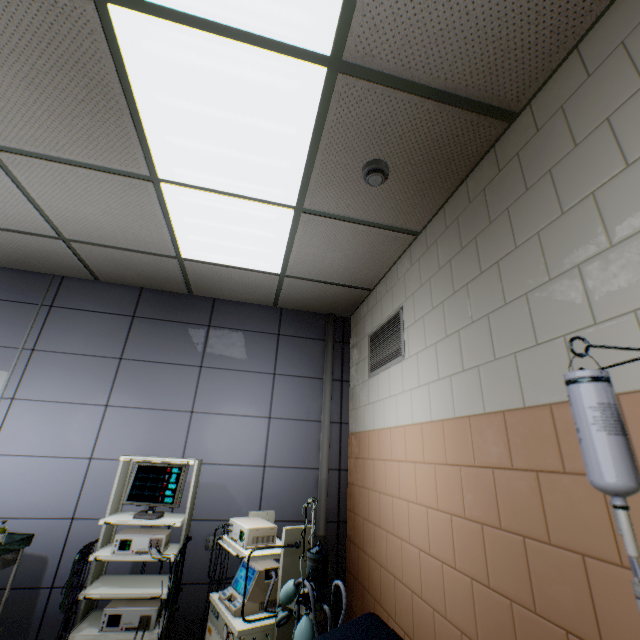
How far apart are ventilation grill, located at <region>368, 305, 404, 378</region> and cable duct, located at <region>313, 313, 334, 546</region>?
0.7m

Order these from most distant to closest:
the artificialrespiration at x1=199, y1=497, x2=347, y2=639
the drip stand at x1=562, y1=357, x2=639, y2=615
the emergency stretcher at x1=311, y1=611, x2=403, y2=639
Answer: the artificialrespiration at x1=199, y1=497, x2=347, y2=639
the emergency stretcher at x1=311, y1=611, x2=403, y2=639
the drip stand at x1=562, y1=357, x2=639, y2=615

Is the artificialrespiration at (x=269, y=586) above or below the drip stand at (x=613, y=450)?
below

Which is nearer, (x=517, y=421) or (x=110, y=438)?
(x=517, y=421)

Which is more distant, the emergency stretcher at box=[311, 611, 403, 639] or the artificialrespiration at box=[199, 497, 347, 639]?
the artificialrespiration at box=[199, 497, 347, 639]

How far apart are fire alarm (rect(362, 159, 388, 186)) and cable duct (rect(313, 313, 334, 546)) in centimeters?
225cm

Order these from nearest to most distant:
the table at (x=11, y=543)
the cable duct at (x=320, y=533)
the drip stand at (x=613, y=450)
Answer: the drip stand at (x=613, y=450) → the table at (x=11, y=543) → the cable duct at (x=320, y=533)

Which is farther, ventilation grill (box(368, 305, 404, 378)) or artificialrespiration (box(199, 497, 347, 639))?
ventilation grill (box(368, 305, 404, 378))
